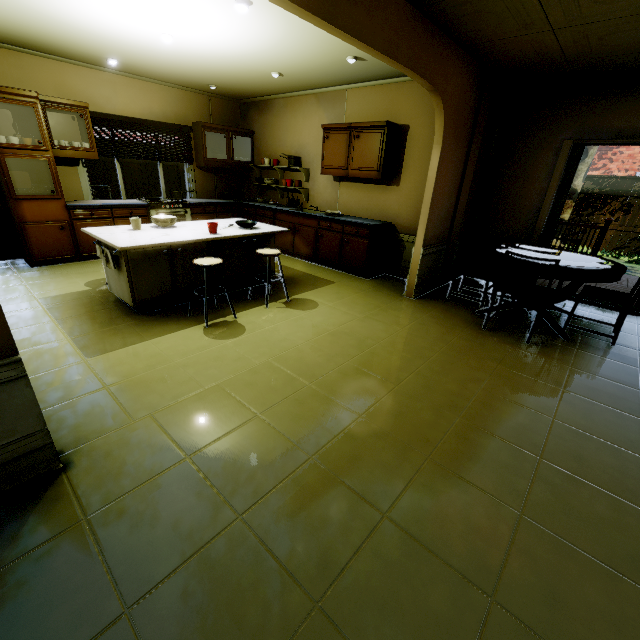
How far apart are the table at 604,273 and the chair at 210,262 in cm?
304

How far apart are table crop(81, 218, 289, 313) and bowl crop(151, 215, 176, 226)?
0.1m

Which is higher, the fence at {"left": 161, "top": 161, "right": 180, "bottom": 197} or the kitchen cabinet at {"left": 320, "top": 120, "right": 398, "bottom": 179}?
the kitchen cabinet at {"left": 320, "top": 120, "right": 398, "bottom": 179}

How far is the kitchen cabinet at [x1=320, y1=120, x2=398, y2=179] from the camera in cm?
462

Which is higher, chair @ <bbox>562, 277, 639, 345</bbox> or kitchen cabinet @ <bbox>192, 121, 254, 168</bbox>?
kitchen cabinet @ <bbox>192, 121, 254, 168</bbox>

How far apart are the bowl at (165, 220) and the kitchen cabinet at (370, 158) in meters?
1.9

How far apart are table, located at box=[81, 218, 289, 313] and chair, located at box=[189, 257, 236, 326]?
0.2 meters

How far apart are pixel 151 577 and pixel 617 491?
2.4m
